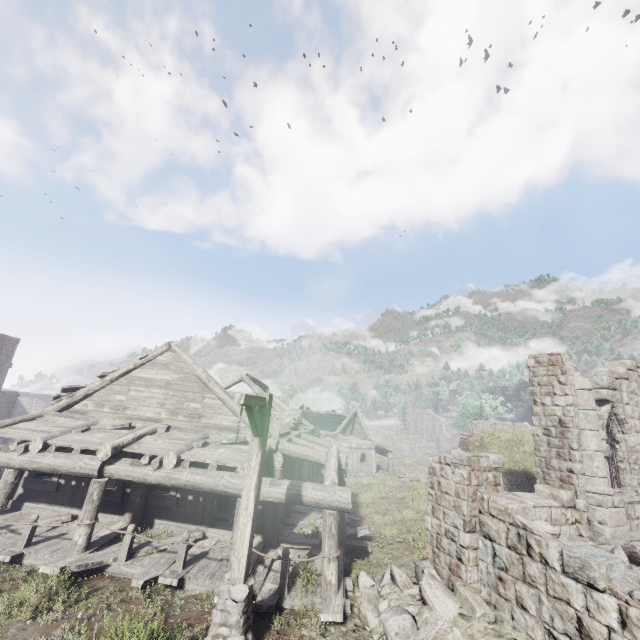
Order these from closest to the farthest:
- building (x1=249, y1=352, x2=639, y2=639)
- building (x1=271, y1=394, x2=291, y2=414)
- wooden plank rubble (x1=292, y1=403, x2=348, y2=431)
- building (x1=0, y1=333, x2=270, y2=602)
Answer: building (x1=249, y1=352, x2=639, y2=639) < building (x1=0, y1=333, x2=270, y2=602) < building (x1=271, y1=394, x2=291, y2=414) < wooden plank rubble (x1=292, y1=403, x2=348, y2=431)

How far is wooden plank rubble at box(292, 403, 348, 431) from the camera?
37.5m

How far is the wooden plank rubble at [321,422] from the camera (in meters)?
37.47

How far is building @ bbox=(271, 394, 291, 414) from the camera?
20.6 meters

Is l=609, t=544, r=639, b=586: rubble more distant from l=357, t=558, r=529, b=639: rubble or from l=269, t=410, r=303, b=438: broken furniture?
l=269, t=410, r=303, b=438: broken furniture

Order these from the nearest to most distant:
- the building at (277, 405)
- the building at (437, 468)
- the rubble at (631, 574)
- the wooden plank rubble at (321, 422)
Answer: the building at (437, 468), the rubble at (631, 574), the building at (277, 405), the wooden plank rubble at (321, 422)

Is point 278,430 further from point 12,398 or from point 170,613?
point 12,398

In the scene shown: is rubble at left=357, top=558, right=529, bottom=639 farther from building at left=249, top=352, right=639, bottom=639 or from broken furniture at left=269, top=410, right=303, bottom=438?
broken furniture at left=269, top=410, right=303, bottom=438
